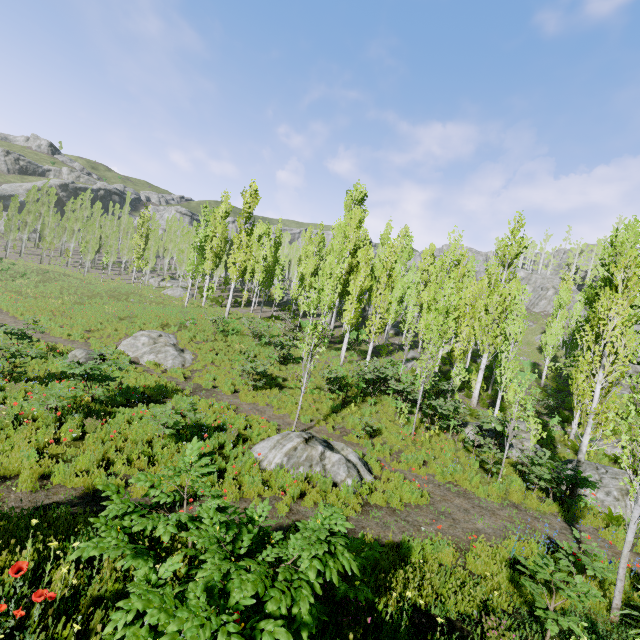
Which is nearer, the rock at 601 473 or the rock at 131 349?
the rock at 601 473

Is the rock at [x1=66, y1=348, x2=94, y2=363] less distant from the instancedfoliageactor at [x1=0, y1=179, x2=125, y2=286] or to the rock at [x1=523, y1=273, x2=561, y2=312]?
the instancedfoliageactor at [x1=0, y1=179, x2=125, y2=286]

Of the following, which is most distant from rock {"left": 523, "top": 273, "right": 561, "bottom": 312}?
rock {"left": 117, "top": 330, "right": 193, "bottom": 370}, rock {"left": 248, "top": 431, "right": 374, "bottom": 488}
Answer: rock {"left": 117, "top": 330, "right": 193, "bottom": 370}

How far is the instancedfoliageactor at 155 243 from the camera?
39.2 meters

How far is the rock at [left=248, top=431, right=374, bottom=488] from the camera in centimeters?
885cm

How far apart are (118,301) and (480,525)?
31.82m

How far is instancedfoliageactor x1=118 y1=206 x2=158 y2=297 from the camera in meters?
39.2 m

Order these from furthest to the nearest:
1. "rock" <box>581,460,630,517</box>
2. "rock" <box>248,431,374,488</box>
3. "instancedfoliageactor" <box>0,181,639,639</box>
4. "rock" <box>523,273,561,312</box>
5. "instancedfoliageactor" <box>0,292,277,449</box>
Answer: "rock" <box>523,273,561,312</box>
"rock" <box>581,460,630,517</box>
"instancedfoliageactor" <box>0,292,277,449</box>
"rock" <box>248,431,374,488</box>
"instancedfoliageactor" <box>0,181,639,639</box>
